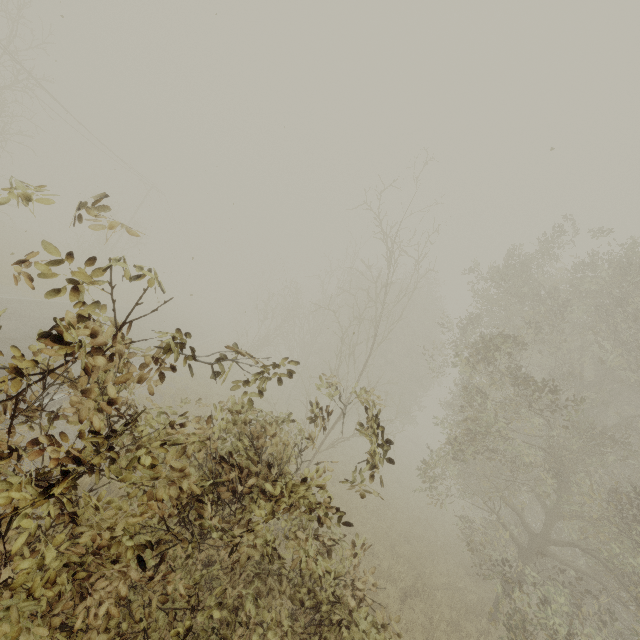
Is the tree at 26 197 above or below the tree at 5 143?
below

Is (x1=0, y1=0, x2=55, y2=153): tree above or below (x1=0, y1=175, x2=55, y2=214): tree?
above

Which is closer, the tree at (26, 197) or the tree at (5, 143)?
the tree at (26, 197)

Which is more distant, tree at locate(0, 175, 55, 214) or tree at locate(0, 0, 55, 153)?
tree at locate(0, 0, 55, 153)

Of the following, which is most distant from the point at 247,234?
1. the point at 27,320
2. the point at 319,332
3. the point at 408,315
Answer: the point at 27,320
